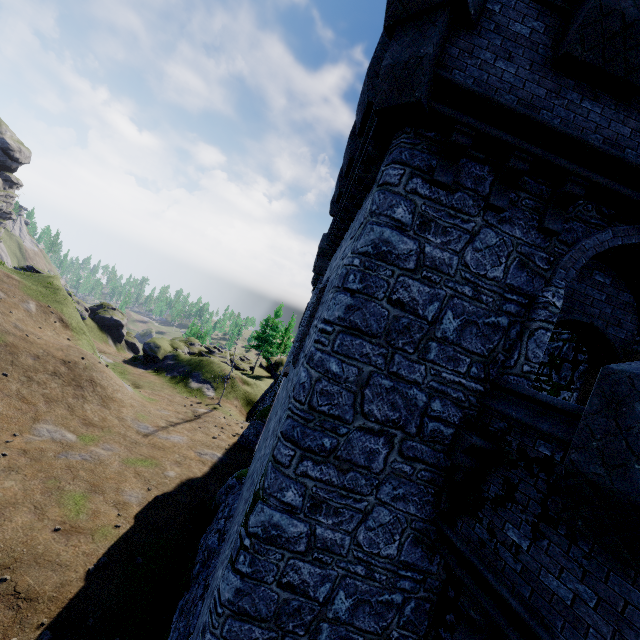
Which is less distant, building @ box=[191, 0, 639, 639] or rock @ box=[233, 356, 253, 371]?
building @ box=[191, 0, 639, 639]

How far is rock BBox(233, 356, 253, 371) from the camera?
52.09m

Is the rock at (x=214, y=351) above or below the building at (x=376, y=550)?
below

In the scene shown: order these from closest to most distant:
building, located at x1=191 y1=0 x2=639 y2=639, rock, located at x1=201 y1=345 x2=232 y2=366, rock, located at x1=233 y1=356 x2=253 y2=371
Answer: building, located at x1=191 y1=0 x2=639 y2=639
rock, located at x1=201 y1=345 x2=232 y2=366
rock, located at x1=233 y1=356 x2=253 y2=371

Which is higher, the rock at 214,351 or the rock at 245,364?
the rock at 214,351

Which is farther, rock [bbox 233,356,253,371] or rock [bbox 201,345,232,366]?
rock [bbox 233,356,253,371]

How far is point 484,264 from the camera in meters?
5.4
